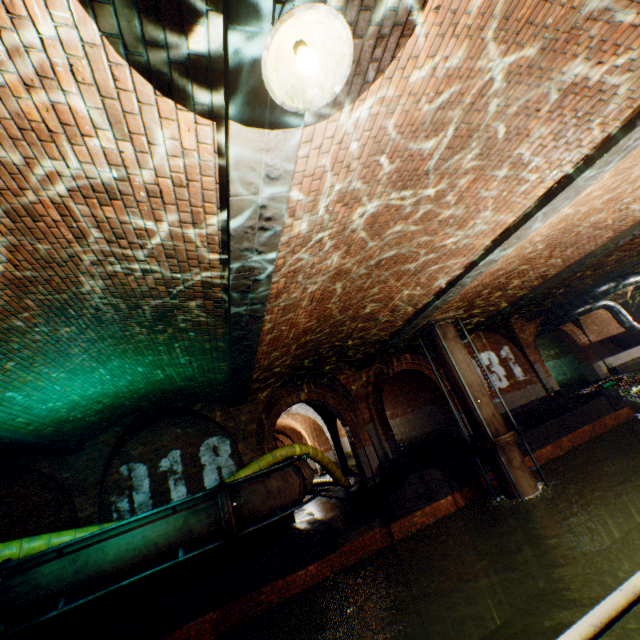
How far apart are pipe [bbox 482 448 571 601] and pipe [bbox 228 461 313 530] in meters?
5.4 m

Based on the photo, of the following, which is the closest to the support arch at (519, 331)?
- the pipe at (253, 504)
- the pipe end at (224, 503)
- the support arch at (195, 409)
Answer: the support arch at (195, 409)

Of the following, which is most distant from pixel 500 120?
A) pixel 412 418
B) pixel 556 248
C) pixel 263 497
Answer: pixel 412 418

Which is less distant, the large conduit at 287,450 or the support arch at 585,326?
the large conduit at 287,450

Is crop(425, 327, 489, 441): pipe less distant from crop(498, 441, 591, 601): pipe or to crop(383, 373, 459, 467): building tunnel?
crop(498, 441, 591, 601): pipe

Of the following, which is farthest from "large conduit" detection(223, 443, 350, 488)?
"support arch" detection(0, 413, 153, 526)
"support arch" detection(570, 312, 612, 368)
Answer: "support arch" detection(570, 312, 612, 368)

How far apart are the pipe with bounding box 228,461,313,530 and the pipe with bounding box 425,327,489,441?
5.30m

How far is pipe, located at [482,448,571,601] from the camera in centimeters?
880cm
